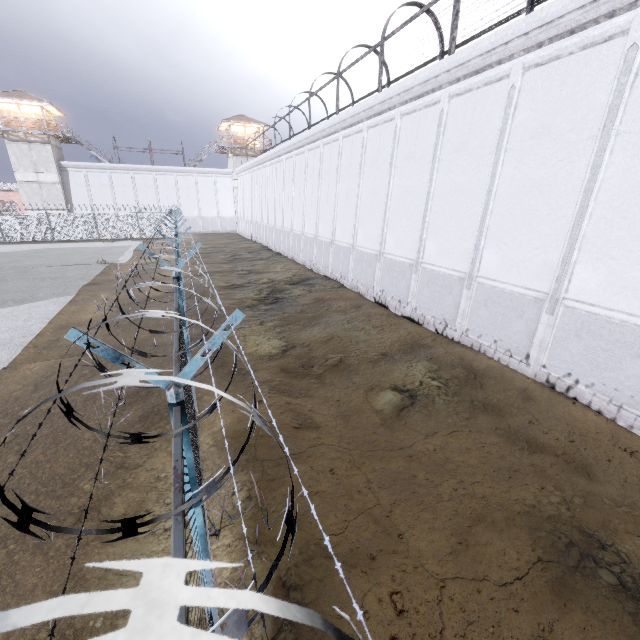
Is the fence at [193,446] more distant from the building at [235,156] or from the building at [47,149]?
the building at [235,156]

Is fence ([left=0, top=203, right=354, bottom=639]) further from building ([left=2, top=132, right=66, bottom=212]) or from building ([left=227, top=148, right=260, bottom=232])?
building ([left=227, top=148, right=260, bottom=232])

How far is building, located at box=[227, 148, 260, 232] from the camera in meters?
43.7 m

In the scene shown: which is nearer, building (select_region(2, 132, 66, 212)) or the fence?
the fence

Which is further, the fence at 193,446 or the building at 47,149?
the building at 47,149

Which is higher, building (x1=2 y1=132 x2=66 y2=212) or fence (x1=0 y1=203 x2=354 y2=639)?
building (x1=2 y1=132 x2=66 y2=212)

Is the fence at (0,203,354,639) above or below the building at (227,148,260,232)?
below

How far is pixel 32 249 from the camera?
Answer: 28.0 meters
